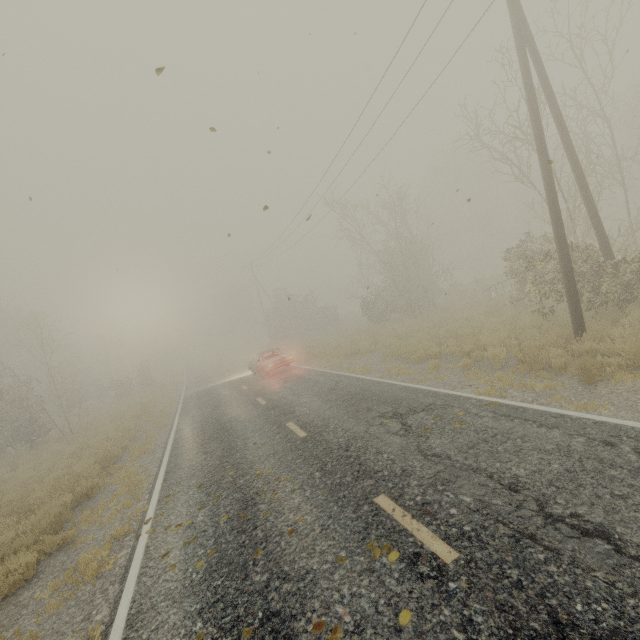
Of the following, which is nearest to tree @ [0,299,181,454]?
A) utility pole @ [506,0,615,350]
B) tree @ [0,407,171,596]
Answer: tree @ [0,407,171,596]

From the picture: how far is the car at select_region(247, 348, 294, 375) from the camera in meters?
18.7 m

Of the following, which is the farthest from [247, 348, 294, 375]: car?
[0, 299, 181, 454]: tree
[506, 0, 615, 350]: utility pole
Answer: [506, 0, 615, 350]: utility pole

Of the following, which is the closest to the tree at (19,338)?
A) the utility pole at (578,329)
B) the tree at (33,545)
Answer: the tree at (33,545)

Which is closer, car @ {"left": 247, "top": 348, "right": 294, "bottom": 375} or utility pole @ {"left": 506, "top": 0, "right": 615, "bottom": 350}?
utility pole @ {"left": 506, "top": 0, "right": 615, "bottom": 350}

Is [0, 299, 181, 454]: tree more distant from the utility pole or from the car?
the utility pole

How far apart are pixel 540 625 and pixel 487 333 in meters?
10.9

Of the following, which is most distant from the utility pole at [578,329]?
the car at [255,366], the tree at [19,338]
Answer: the tree at [19,338]
